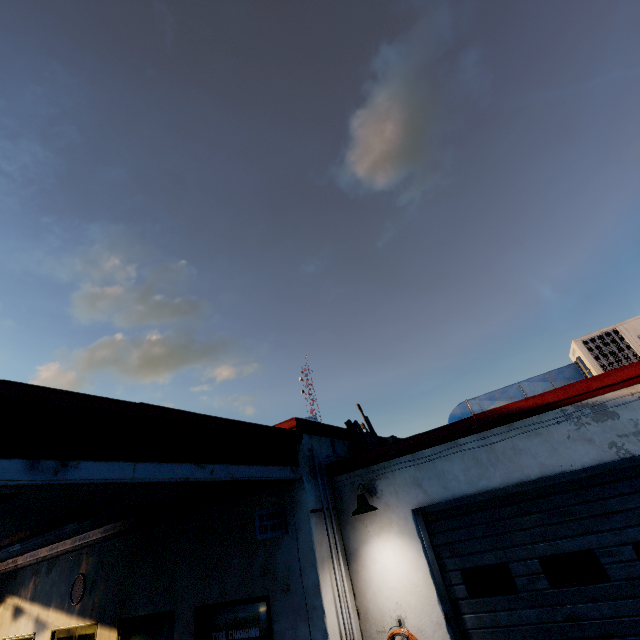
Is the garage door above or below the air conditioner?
below

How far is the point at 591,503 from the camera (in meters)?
4.30

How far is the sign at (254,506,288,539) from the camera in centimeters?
491cm

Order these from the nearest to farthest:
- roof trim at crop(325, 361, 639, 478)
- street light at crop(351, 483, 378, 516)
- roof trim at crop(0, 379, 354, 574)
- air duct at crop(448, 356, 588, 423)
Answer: roof trim at crop(0, 379, 354, 574)
roof trim at crop(325, 361, 639, 478)
street light at crop(351, 483, 378, 516)
air duct at crop(448, 356, 588, 423)

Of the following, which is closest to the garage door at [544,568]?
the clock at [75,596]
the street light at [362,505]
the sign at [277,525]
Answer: the street light at [362,505]

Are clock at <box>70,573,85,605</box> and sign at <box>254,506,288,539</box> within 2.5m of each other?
no

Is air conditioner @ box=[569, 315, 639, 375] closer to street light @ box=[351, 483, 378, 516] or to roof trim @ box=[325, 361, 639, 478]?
roof trim @ box=[325, 361, 639, 478]

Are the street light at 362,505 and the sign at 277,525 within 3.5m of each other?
yes
